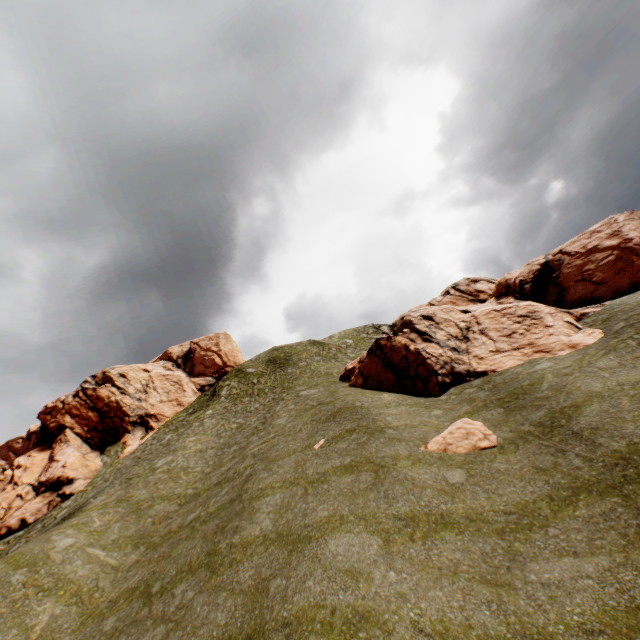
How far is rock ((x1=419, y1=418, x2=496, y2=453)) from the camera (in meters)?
12.91

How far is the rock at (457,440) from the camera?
12.9 meters

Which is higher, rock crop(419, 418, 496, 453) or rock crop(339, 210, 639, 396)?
rock crop(339, 210, 639, 396)

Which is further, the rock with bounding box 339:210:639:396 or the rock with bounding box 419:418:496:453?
the rock with bounding box 339:210:639:396

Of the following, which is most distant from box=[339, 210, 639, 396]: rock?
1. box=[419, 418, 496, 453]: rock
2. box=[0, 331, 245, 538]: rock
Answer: box=[0, 331, 245, 538]: rock

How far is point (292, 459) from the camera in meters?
17.0

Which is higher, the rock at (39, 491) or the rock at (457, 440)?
the rock at (39, 491)

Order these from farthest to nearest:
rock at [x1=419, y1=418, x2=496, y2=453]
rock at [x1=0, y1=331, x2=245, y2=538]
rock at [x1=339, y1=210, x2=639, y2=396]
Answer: rock at [x1=0, y1=331, x2=245, y2=538], rock at [x1=339, y1=210, x2=639, y2=396], rock at [x1=419, y1=418, x2=496, y2=453]
